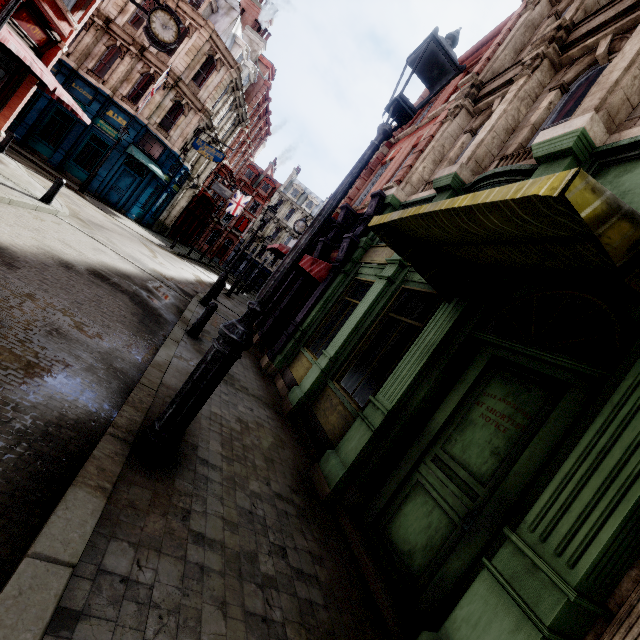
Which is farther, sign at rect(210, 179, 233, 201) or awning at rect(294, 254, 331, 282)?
sign at rect(210, 179, 233, 201)

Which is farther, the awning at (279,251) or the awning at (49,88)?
the awning at (279,251)

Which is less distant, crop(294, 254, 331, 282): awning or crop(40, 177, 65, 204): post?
crop(294, 254, 331, 282): awning

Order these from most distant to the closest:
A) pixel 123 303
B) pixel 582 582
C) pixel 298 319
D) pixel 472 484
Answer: pixel 298 319
pixel 123 303
pixel 472 484
pixel 582 582

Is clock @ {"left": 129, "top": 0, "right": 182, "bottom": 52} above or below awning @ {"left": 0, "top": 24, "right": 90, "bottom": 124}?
above

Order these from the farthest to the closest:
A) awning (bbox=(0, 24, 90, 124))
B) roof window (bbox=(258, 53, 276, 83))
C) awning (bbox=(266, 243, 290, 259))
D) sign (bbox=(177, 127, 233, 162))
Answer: roof window (bbox=(258, 53, 276, 83)) → sign (bbox=(177, 127, 233, 162)) → awning (bbox=(266, 243, 290, 259)) → awning (bbox=(0, 24, 90, 124))

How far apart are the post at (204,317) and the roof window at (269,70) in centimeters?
3501cm

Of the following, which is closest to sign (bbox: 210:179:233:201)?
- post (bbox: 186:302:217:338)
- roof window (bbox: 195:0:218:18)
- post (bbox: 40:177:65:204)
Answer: roof window (bbox: 195:0:218:18)
